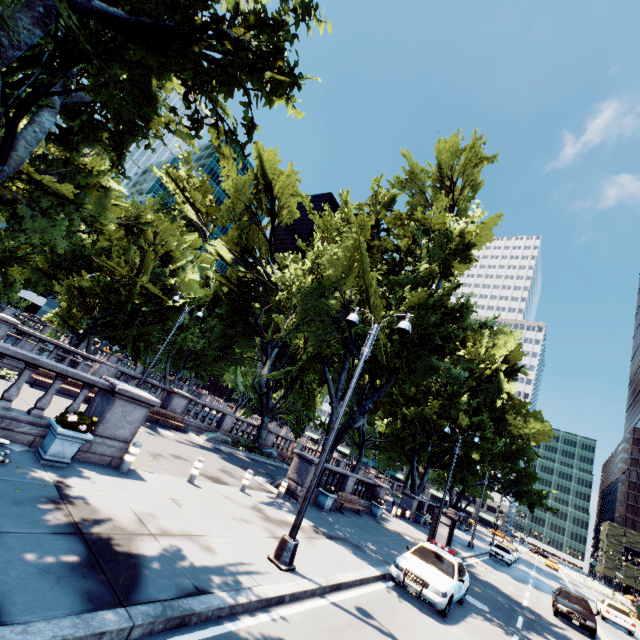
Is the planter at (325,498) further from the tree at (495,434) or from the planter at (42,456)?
the planter at (42,456)

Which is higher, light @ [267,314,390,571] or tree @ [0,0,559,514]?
tree @ [0,0,559,514]

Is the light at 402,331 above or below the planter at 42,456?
above

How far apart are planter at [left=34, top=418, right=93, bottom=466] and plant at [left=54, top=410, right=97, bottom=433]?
0.0 meters

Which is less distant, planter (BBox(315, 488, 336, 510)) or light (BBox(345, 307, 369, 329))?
light (BBox(345, 307, 369, 329))

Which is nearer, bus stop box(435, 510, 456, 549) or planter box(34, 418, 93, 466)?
planter box(34, 418, 93, 466)

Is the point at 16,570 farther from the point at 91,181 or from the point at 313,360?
the point at 91,181

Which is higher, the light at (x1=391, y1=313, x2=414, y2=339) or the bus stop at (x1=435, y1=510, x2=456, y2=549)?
the light at (x1=391, y1=313, x2=414, y2=339)
